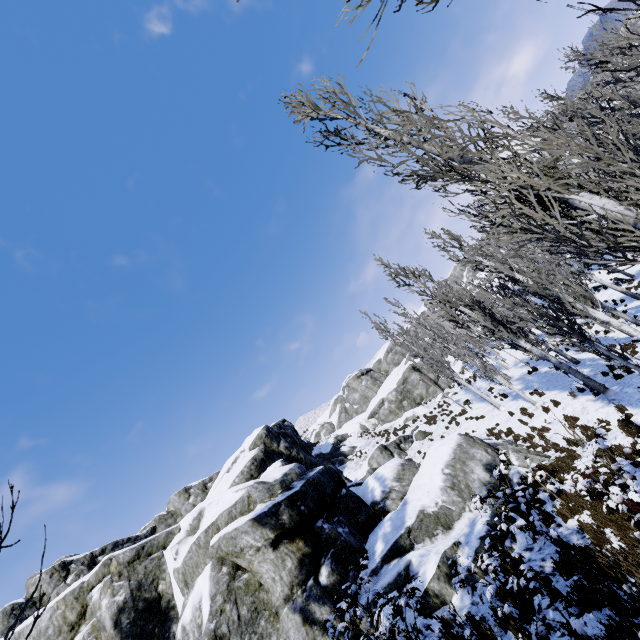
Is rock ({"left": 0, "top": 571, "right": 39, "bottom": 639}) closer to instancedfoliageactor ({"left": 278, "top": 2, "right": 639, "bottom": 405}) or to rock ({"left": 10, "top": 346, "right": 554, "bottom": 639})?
rock ({"left": 10, "top": 346, "right": 554, "bottom": 639})

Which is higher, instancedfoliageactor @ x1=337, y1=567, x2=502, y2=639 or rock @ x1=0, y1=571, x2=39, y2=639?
rock @ x1=0, y1=571, x2=39, y2=639

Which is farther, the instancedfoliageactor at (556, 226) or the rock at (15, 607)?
the rock at (15, 607)

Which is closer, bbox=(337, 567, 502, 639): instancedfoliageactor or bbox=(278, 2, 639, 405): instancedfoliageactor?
bbox=(337, 567, 502, 639): instancedfoliageactor

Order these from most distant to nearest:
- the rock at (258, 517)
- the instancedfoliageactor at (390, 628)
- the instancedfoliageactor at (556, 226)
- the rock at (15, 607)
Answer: the rock at (15, 607) → the rock at (258, 517) → the instancedfoliageactor at (556, 226) → the instancedfoliageactor at (390, 628)

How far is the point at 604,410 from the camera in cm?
1220

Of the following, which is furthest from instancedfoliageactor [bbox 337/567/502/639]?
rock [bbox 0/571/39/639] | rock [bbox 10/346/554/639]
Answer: rock [bbox 0/571/39/639]

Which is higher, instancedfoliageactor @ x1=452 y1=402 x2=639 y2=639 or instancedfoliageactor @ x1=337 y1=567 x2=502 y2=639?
instancedfoliageactor @ x1=337 y1=567 x2=502 y2=639
